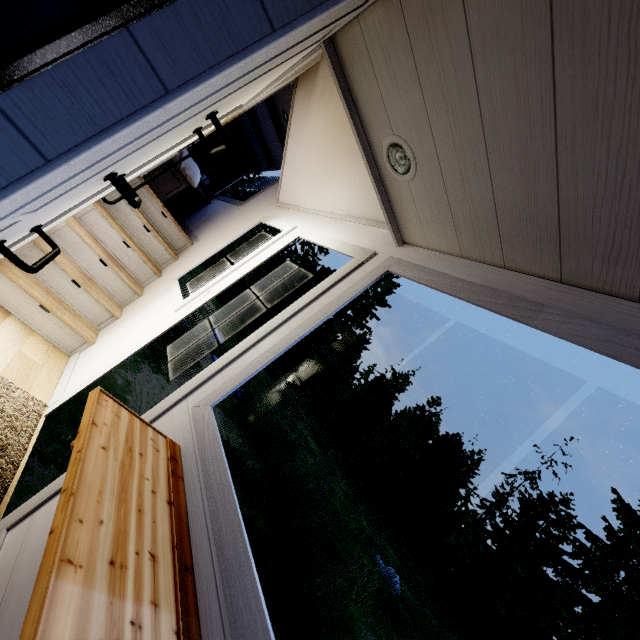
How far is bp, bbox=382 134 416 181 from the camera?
1.3 meters

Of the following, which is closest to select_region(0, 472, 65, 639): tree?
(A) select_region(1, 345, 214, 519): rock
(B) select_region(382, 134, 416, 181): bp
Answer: (B) select_region(382, 134, 416, 181): bp

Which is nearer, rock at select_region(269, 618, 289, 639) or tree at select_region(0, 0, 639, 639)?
tree at select_region(0, 0, 639, 639)

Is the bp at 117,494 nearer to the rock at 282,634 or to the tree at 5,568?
the tree at 5,568

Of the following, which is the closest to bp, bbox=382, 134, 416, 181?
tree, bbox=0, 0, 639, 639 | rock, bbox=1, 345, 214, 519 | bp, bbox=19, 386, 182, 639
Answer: tree, bbox=0, 0, 639, 639

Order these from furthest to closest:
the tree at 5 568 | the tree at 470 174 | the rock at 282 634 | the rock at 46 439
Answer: the rock at 282 634 < the rock at 46 439 < the tree at 5 568 < the tree at 470 174

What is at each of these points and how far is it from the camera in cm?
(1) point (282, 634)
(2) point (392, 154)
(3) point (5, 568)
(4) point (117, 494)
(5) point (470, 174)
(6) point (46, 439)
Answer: (1) rock, 527
(2) bp, 145
(3) tree, 136
(4) bp, 93
(5) tree, 117
(6) rock, 378

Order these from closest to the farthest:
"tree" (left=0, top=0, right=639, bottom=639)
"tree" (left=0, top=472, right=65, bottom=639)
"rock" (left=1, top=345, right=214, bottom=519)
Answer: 1. "tree" (left=0, top=0, right=639, bottom=639)
2. "tree" (left=0, top=472, right=65, bottom=639)
3. "rock" (left=1, top=345, right=214, bottom=519)
